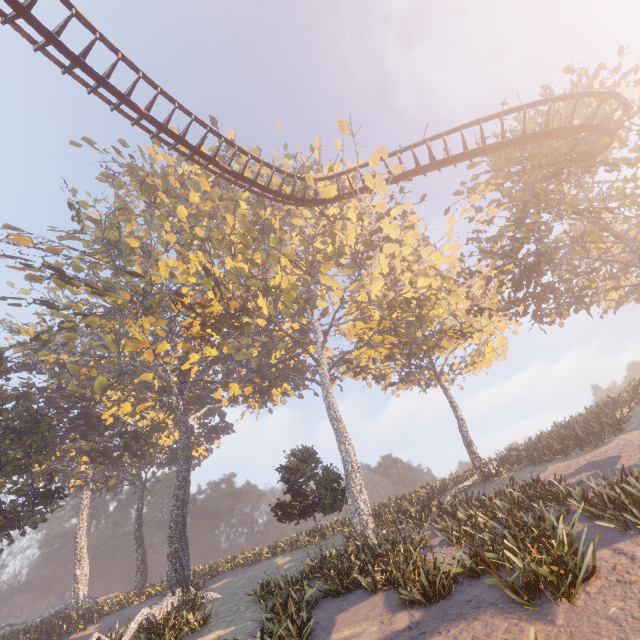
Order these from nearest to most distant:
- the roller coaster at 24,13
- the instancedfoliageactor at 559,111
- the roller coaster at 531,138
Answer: the roller coaster at 24,13, the roller coaster at 531,138, the instancedfoliageactor at 559,111

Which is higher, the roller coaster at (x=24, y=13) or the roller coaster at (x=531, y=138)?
the roller coaster at (x=24, y=13)

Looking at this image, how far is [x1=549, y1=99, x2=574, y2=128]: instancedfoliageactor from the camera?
16.4 meters

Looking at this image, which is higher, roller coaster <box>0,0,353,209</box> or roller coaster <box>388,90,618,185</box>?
roller coaster <box>0,0,353,209</box>

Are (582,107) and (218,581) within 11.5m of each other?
no

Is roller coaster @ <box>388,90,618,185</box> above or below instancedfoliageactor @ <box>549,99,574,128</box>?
below

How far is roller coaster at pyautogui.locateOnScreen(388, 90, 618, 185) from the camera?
14.80m

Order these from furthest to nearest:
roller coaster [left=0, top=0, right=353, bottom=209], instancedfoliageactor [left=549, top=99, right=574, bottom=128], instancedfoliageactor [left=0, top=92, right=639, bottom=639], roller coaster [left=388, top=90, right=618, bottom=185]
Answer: instancedfoliageactor [left=549, top=99, right=574, bottom=128] < roller coaster [left=388, top=90, right=618, bottom=185] < instancedfoliageactor [left=0, top=92, right=639, bottom=639] < roller coaster [left=0, top=0, right=353, bottom=209]
